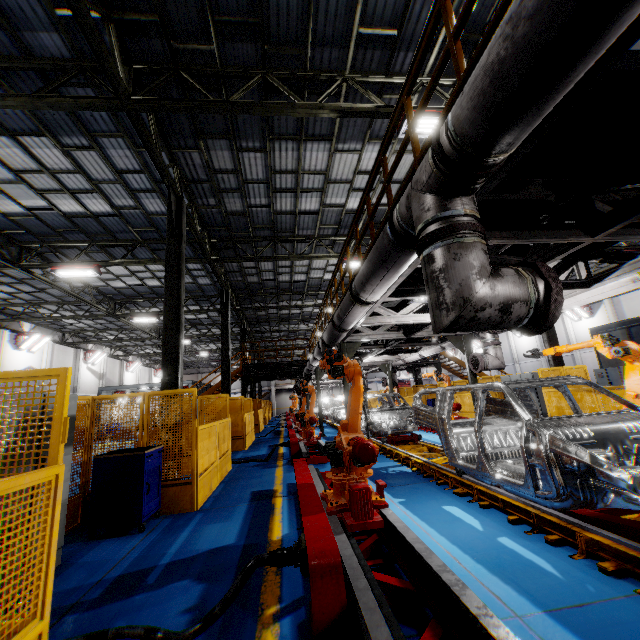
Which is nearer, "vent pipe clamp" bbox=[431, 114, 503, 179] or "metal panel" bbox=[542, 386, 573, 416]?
"vent pipe clamp" bbox=[431, 114, 503, 179]

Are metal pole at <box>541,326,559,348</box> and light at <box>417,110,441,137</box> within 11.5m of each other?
yes

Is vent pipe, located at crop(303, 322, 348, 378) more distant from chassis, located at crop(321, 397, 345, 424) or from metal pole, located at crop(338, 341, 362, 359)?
chassis, located at crop(321, 397, 345, 424)

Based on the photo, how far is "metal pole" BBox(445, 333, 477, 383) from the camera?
9.66m

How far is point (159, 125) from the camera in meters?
8.3

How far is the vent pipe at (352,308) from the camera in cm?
533

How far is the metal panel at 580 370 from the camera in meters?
11.7 m

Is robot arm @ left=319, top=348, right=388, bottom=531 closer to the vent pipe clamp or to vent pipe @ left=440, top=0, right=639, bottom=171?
vent pipe @ left=440, top=0, right=639, bottom=171
